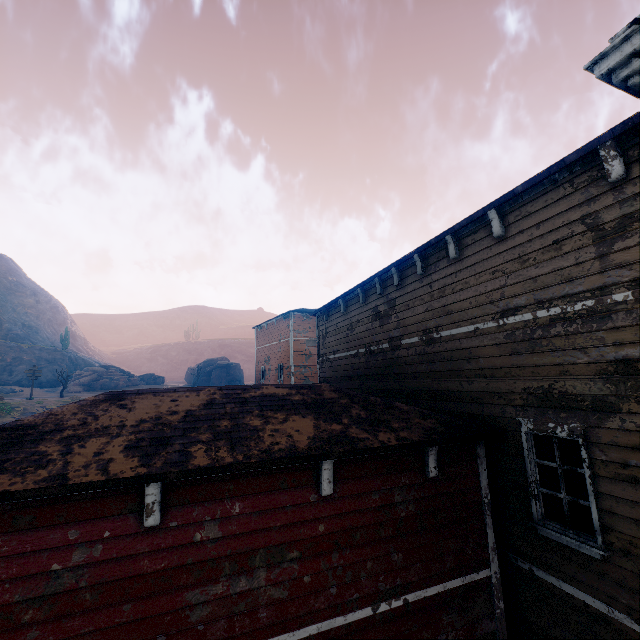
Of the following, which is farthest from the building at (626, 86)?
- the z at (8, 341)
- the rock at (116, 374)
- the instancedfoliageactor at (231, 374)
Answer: the instancedfoliageactor at (231, 374)

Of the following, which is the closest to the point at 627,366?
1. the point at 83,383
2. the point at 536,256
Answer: the point at 536,256

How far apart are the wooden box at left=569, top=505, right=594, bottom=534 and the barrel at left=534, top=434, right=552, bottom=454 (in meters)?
7.09

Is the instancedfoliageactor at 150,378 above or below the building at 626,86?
below

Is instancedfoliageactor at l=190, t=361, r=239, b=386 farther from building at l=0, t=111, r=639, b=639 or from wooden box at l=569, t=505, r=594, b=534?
wooden box at l=569, t=505, r=594, b=534

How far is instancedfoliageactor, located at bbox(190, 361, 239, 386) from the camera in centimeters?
5653cm

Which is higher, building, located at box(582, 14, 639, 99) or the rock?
building, located at box(582, 14, 639, 99)

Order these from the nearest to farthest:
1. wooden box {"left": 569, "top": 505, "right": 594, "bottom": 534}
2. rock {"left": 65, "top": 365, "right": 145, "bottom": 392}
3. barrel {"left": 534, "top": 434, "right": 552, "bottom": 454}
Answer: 1. wooden box {"left": 569, "top": 505, "right": 594, "bottom": 534}
2. barrel {"left": 534, "top": 434, "right": 552, "bottom": 454}
3. rock {"left": 65, "top": 365, "right": 145, "bottom": 392}
